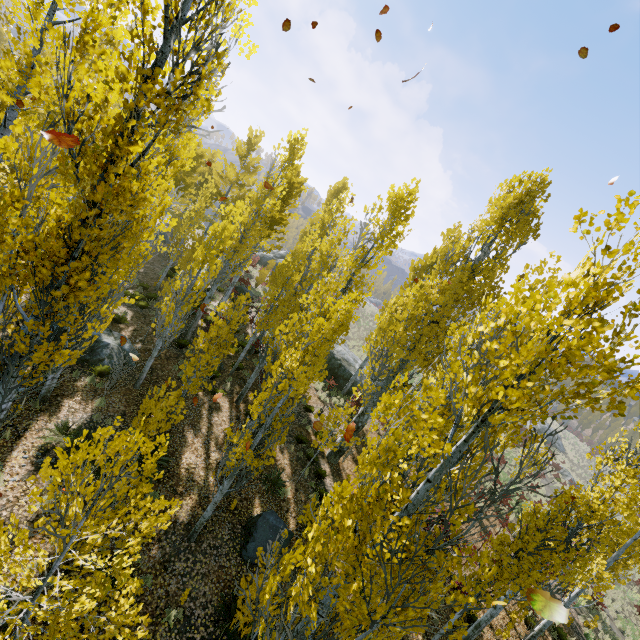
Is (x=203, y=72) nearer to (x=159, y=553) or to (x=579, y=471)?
(x=159, y=553)

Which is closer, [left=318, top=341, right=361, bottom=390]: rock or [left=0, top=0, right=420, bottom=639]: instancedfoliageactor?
[left=0, top=0, right=420, bottom=639]: instancedfoliageactor

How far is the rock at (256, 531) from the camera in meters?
9.0 m

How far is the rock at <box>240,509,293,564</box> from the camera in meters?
9.0

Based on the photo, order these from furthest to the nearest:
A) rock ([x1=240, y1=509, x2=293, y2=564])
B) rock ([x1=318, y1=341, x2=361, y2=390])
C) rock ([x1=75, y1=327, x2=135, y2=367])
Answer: rock ([x1=318, y1=341, x2=361, y2=390])
rock ([x1=75, y1=327, x2=135, y2=367])
rock ([x1=240, y1=509, x2=293, y2=564])

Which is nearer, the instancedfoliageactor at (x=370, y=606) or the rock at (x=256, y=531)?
the instancedfoliageactor at (x=370, y=606)

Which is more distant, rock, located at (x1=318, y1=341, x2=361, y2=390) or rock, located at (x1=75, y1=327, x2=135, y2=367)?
rock, located at (x1=318, y1=341, x2=361, y2=390)
